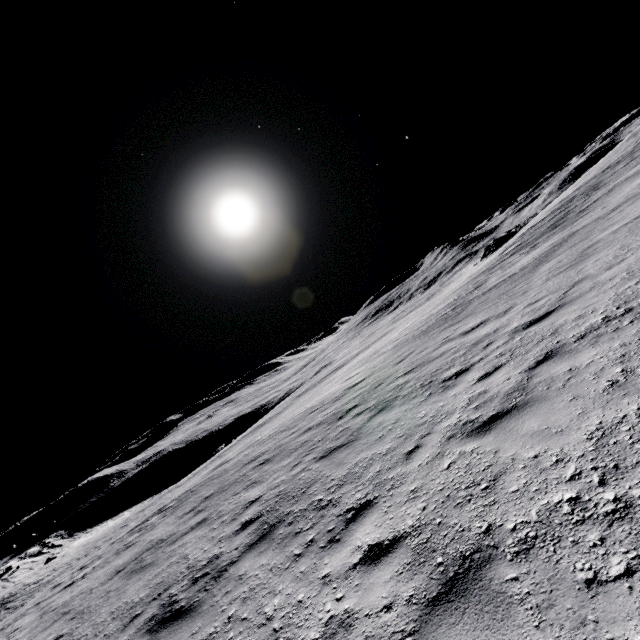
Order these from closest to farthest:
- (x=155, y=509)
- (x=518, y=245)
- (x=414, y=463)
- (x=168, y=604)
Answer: (x=414, y=463), (x=168, y=604), (x=155, y=509), (x=518, y=245)
